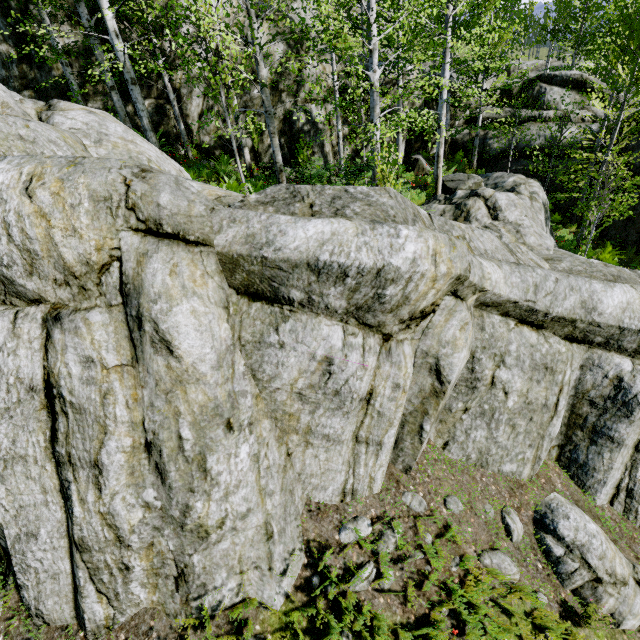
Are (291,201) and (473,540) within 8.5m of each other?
yes

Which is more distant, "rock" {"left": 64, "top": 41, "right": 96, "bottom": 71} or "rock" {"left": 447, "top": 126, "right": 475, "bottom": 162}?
"rock" {"left": 447, "top": 126, "right": 475, "bottom": 162}

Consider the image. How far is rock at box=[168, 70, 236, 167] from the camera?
11.57m

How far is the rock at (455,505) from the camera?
5.55m

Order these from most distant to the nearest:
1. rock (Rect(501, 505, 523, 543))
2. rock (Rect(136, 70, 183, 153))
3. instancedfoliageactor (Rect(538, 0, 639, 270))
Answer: rock (Rect(136, 70, 183, 153)) < instancedfoliageactor (Rect(538, 0, 639, 270)) < rock (Rect(501, 505, 523, 543))
